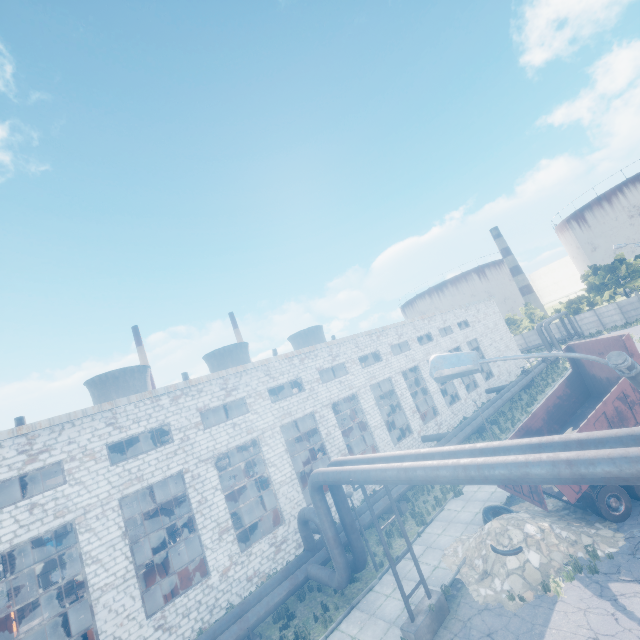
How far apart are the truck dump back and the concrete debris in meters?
0.6 m

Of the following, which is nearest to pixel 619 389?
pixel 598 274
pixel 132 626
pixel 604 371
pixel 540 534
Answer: pixel 604 371

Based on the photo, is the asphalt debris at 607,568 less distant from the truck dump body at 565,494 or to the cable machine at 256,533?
the truck dump body at 565,494

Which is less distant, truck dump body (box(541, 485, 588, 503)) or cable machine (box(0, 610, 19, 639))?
truck dump body (box(541, 485, 588, 503))

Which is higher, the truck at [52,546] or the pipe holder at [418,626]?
the truck at [52,546]

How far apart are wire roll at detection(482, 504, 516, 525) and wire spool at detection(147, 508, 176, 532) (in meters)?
18.17

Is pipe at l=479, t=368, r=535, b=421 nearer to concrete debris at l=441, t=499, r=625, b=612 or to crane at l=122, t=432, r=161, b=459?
concrete debris at l=441, t=499, r=625, b=612

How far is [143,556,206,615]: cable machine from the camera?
16.1m
